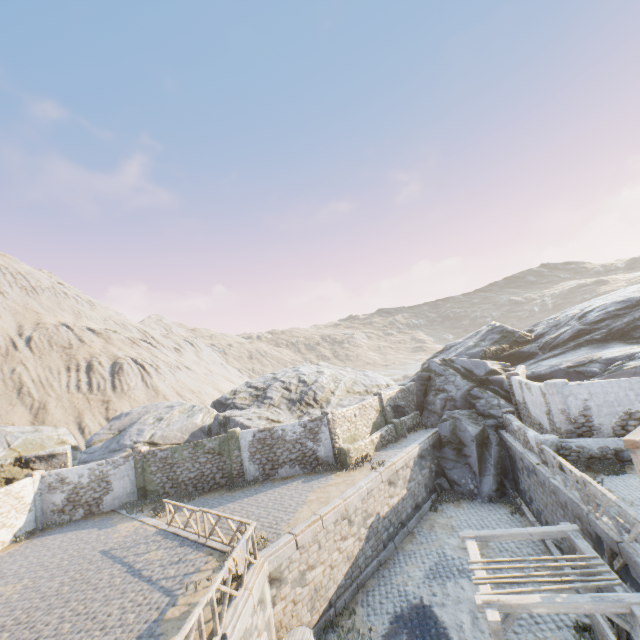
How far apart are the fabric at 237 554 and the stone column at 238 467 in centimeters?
987cm

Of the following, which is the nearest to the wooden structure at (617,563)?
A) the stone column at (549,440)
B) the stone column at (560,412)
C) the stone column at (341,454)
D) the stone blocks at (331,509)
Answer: the stone blocks at (331,509)

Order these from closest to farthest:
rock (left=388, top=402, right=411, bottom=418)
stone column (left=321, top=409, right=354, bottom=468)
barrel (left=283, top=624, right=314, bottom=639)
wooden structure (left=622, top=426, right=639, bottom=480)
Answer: wooden structure (left=622, top=426, right=639, bottom=480) → barrel (left=283, top=624, right=314, bottom=639) → stone column (left=321, top=409, right=354, bottom=468) → rock (left=388, top=402, right=411, bottom=418)

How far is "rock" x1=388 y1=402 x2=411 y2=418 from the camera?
24.56m

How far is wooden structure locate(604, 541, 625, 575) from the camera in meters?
8.2 m

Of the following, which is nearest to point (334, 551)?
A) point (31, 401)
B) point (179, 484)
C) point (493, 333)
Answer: point (179, 484)

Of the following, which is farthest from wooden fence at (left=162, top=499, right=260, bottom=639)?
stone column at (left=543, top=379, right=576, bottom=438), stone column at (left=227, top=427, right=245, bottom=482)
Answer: stone column at (left=543, top=379, right=576, bottom=438)

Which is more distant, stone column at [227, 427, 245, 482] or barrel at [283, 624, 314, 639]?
stone column at [227, 427, 245, 482]
